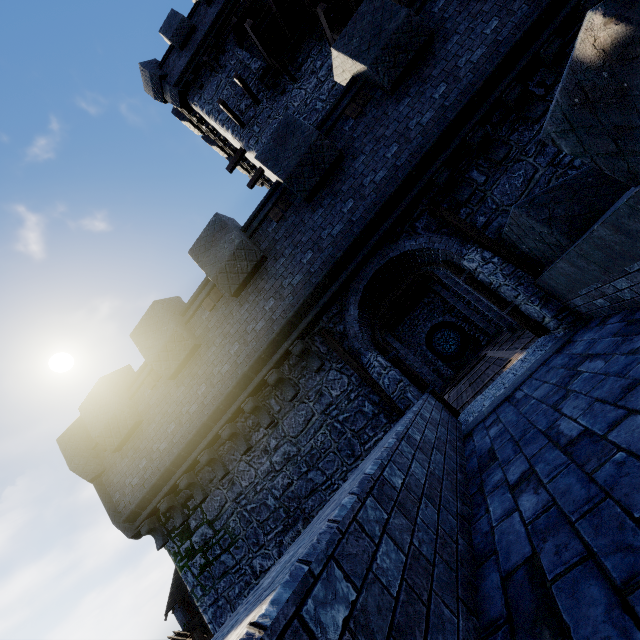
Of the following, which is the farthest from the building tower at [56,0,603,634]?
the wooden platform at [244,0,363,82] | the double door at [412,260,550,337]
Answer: the wooden platform at [244,0,363,82]

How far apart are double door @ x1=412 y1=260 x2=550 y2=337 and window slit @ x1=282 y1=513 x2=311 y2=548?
6.5 meters

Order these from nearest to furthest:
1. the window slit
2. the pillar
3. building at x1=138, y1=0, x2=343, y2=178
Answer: the window slit < building at x1=138, y1=0, x2=343, y2=178 < the pillar

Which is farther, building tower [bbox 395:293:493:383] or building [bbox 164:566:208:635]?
building [bbox 164:566:208:635]

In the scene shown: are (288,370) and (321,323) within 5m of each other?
yes

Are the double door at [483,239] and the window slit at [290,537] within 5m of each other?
no

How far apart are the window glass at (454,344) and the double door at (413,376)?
A: 17.52m

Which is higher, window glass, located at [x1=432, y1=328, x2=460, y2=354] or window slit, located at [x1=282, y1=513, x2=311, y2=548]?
window glass, located at [x1=432, y1=328, x2=460, y2=354]
